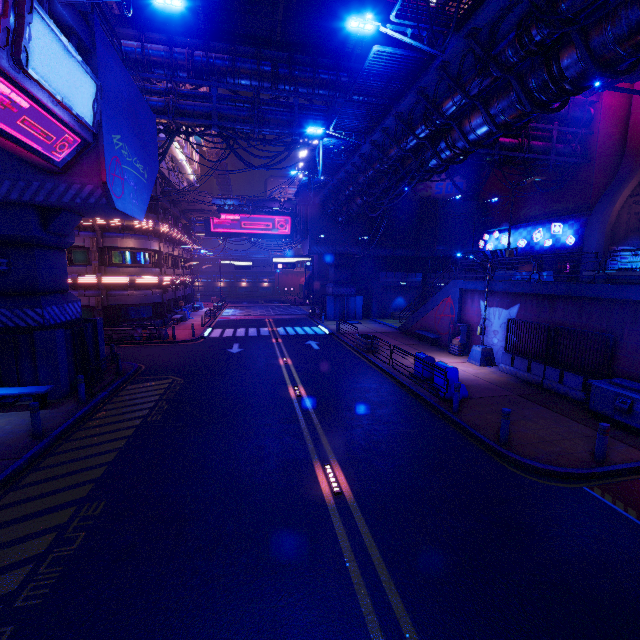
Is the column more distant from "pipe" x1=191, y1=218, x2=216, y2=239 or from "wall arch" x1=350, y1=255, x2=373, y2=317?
"pipe" x1=191, y1=218, x2=216, y2=239

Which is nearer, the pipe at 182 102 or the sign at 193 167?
the pipe at 182 102

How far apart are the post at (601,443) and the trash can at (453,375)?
5.1m

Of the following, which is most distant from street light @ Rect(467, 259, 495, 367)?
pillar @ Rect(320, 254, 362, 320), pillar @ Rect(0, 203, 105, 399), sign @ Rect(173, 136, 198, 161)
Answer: sign @ Rect(173, 136, 198, 161)

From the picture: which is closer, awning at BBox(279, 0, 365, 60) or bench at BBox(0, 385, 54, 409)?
bench at BBox(0, 385, 54, 409)

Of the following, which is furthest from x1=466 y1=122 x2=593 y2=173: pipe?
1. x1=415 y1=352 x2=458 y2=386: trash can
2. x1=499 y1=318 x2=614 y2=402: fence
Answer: x1=415 y1=352 x2=458 y2=386: trash can

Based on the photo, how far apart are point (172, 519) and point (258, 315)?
34.4 meters

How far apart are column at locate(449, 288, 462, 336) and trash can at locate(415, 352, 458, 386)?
7.30m
